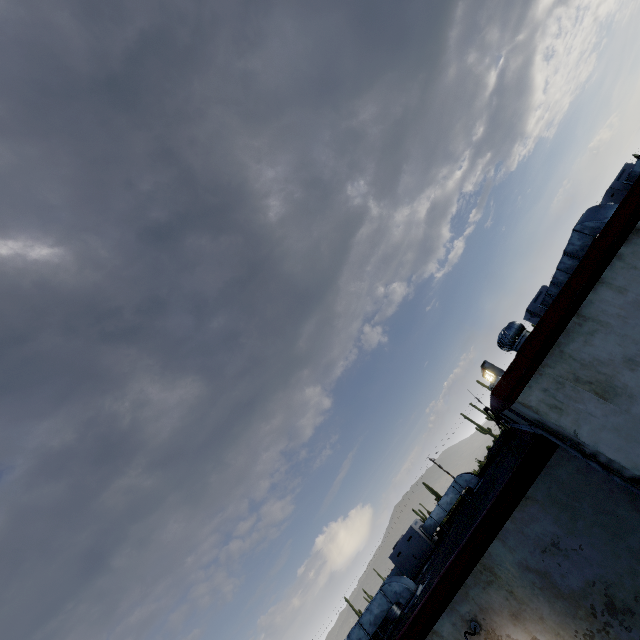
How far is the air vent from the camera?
5.9m

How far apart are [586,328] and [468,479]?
9.2m

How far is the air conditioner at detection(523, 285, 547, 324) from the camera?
11.00m

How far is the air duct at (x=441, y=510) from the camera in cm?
1088

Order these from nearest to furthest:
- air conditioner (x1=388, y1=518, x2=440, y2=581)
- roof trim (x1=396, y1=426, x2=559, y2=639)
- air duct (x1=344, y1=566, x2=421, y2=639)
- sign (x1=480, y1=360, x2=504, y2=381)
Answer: roof trim (x1=396, y1=426, x2=559, y2=639) → air duct (x1=344, y1=566, x2=421, y2=639) → air conditioner (x1=388, y1=518, x2=440, y2=581) → sign (x1=480, y1=360, x2=504, y2=381)

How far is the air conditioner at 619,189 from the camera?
10.86m

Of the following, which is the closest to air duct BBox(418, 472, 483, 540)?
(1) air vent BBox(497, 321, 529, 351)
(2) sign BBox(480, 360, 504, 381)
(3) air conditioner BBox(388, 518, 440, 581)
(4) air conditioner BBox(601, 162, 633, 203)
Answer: (3) air conditioner BBox(388, 518, 440, 581)

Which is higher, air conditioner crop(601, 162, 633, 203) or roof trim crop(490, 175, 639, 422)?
air conditioner crop(601, 162, 633, 203)
